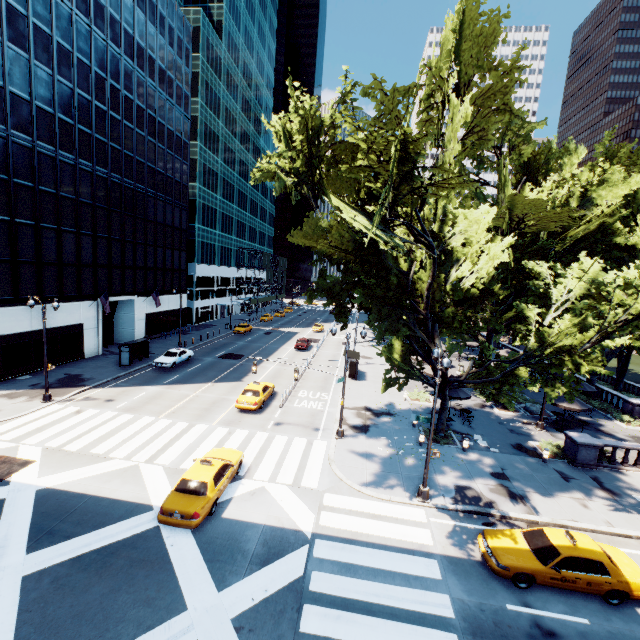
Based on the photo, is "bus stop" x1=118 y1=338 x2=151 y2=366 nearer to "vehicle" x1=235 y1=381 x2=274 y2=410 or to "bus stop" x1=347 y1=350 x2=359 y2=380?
"vehicle" x1=235 y1=381 x2=274 y2=410

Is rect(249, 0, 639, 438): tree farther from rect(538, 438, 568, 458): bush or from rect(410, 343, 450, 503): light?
rect(538, 438, 568, 458): bush

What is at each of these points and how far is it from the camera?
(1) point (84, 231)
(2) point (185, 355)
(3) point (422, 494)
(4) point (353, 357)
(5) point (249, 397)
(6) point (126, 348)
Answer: (1) building, 32.2m
(2) vehicle, 35.1m
(3) light, 15.3m
(4) bus stop, 32.8m
(5) vehicle, 24.1m
(6) bus stop, 31.4m

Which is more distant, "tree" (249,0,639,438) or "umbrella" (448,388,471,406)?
"umbrella" (448,388,471,406)

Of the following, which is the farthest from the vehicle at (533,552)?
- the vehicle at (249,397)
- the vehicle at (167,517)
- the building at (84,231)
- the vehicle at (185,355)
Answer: the building at (84,231)

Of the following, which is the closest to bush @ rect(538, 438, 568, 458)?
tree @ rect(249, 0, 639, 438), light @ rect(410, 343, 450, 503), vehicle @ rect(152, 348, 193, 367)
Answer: tree @ rect(249, 0, 639, 438)

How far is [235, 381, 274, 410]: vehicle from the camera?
23.55m

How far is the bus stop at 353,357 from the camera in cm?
3262
